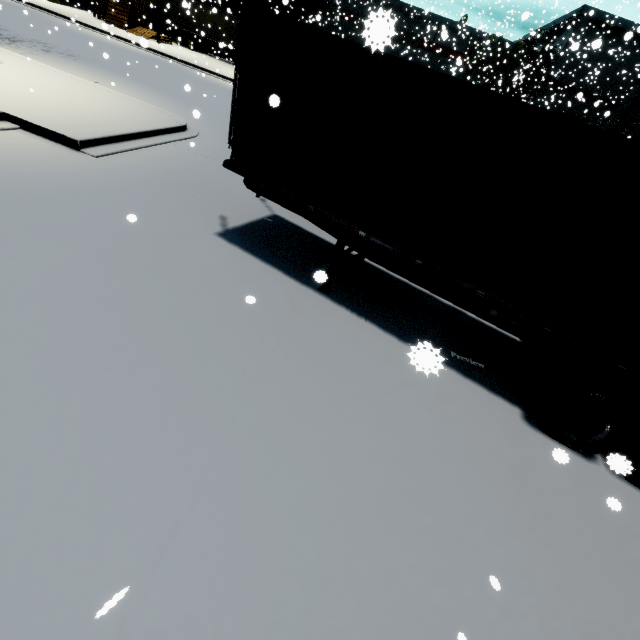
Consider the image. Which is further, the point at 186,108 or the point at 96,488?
the point at 186,108

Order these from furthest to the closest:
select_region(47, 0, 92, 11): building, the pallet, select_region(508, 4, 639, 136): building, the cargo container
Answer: select_region(47, 0, 92, 11): building
the pallet
select_region(508, 4, 639, 136): building
the cargo container

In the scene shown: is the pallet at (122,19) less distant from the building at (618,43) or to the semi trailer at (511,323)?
the building at (618,43)

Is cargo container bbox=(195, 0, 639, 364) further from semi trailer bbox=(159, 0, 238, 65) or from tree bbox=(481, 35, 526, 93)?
tree bbox=(481, 35, 526, 93)

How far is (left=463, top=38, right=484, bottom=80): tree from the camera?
39.5 meters

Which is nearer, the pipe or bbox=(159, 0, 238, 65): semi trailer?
bbox=(159, 0, 238, 65): semi trailer

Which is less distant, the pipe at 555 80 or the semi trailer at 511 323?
the semi trailer at 511 323

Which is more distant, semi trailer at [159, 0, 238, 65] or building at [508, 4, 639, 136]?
semi trailer at [159, 0, 238, 65]
